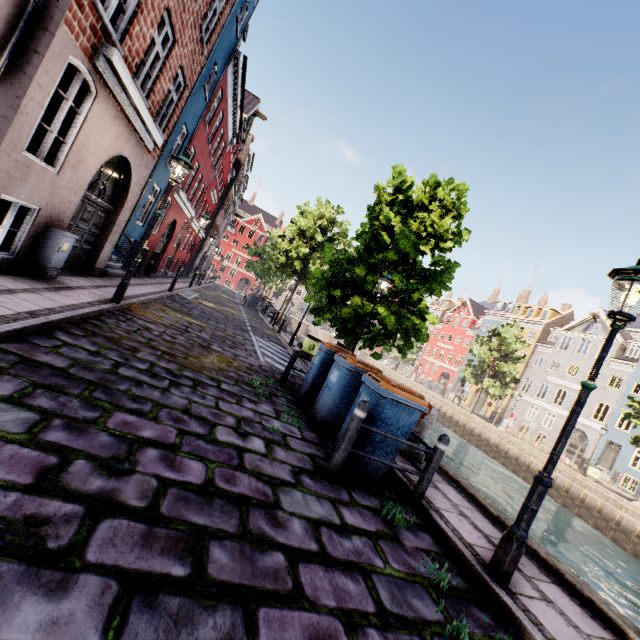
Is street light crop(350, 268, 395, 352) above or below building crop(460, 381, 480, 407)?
above

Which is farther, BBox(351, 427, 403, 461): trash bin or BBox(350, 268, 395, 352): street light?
BBox(350, 268, 395, 352): street light

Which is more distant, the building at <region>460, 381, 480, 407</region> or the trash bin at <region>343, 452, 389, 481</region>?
the building at <region>460, 381, 480, 407</region>

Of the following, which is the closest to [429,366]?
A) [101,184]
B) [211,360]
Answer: [211,360]

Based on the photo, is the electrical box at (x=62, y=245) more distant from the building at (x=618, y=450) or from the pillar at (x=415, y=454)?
the pillar at (x=415, y=454)

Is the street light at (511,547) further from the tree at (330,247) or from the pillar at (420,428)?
the pillar at (420,428)

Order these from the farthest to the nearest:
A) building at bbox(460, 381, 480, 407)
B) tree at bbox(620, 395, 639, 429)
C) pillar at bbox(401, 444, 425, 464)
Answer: building at bbox(460, 381, 480, 407)
tree at bbox(620, 395, 639, 429)
pillar at bbox(401, 444, 425, 464)

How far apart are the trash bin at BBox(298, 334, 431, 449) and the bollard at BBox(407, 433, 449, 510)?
1.60m
